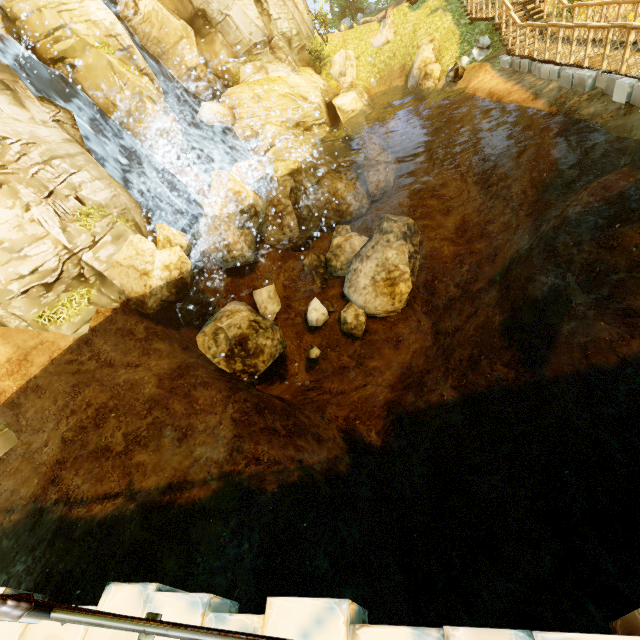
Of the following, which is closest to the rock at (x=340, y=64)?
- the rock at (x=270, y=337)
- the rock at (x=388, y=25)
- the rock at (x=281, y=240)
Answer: the rock at (x=388, y=25)

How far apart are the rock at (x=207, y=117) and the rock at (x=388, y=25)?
10.8 meters

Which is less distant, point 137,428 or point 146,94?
point 137,428

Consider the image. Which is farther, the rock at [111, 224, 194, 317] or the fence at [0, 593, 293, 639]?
the rock at [111, 224, 194, 317]

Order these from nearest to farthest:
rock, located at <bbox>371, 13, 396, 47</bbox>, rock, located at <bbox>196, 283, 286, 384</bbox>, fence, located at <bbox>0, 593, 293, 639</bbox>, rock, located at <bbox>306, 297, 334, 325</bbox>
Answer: fence, located at <bbox>0, 593, 293, 639</bbox>, rock, located at <bbox>196, 283, 286, 384</bbox>, rock, located at <bbox>306, 297, 334, 325</bbox>, rock, located at <bbox>371, 13, 396, 47</bbox>

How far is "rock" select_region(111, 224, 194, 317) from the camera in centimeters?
1020cm

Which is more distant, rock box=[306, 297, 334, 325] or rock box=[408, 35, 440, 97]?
rock box=[408, 35, 440, 97]

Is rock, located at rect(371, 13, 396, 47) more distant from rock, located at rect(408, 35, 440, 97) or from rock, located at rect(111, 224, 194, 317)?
rock, located at rect(111, 224, 194, 317)
